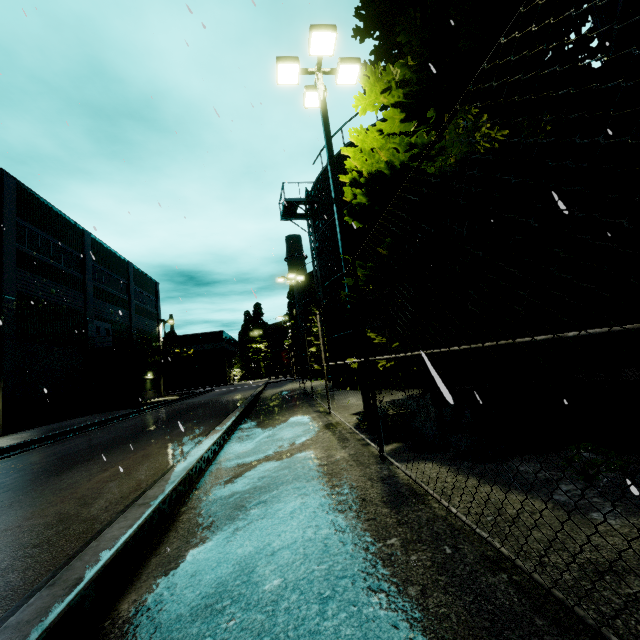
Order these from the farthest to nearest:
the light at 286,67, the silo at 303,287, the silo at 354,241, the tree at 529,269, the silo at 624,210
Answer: the silo at 303,287, the silo at 354,241, the silo at 624,210, the light at 286,67, the tree at 529,269

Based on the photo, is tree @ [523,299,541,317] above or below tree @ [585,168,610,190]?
below

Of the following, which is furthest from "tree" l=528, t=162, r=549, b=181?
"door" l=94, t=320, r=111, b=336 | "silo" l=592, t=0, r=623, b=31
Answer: "door" l=94, t=320, r=111, b=336

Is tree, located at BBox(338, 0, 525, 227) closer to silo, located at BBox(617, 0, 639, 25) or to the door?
silo, located at BBox(617, 0, 639, 25)

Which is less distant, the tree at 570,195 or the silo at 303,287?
the tree at 570,195

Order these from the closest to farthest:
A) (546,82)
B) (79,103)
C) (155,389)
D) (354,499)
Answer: (354,499) < (546,82) < (79,103) < (155,389)

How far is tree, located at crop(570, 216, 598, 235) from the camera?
5.57m
